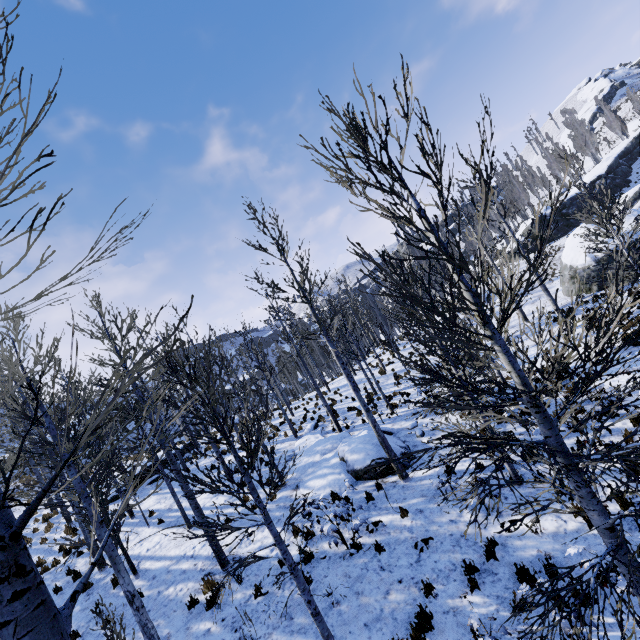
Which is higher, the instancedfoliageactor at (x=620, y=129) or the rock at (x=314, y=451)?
the instancedfoliageactor at (x=620, y=129)

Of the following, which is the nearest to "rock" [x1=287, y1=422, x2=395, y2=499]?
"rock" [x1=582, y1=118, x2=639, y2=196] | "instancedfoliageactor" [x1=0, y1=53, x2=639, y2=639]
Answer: "instancedfoliageactor" [x1=0, y1=53, x2=639, y2=639]

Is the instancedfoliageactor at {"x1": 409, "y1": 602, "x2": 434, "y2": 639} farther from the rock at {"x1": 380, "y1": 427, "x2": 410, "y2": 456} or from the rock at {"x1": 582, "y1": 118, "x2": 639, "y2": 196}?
the rock at {"x1": 380, "y1": 427, "x2": 410, "y2": 456}

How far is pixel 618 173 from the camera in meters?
39.2

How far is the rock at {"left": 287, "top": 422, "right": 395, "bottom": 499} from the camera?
11.0m
